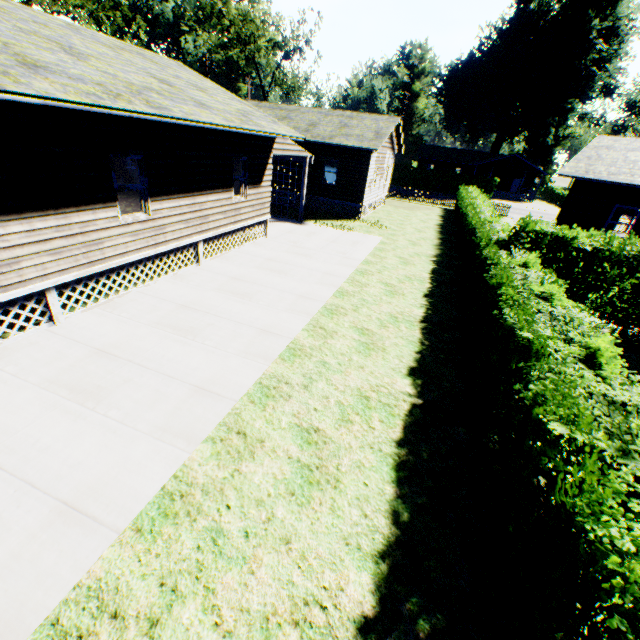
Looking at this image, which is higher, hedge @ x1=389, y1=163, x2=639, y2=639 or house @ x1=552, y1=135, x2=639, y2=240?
house @ x1=552, y1=135, x2=639, y2=240

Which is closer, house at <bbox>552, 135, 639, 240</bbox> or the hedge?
the hedge

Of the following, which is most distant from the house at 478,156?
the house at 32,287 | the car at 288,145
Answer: the house at 32,287

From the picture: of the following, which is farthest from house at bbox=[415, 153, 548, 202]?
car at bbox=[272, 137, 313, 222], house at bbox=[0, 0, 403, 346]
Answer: house at bbox=[0, 0, 403, 346]

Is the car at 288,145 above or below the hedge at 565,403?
above

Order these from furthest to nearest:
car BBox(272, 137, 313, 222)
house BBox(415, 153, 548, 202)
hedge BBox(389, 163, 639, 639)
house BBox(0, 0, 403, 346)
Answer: house BBox(415, 153, 548, 202), car BBox(272, 137, 313, 222), house BBox(0, 0, 403, 346), hedge BBox(389, 163, 639, 639)

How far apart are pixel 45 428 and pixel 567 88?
71.6 meters

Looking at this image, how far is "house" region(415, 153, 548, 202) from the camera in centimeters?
5153cm
